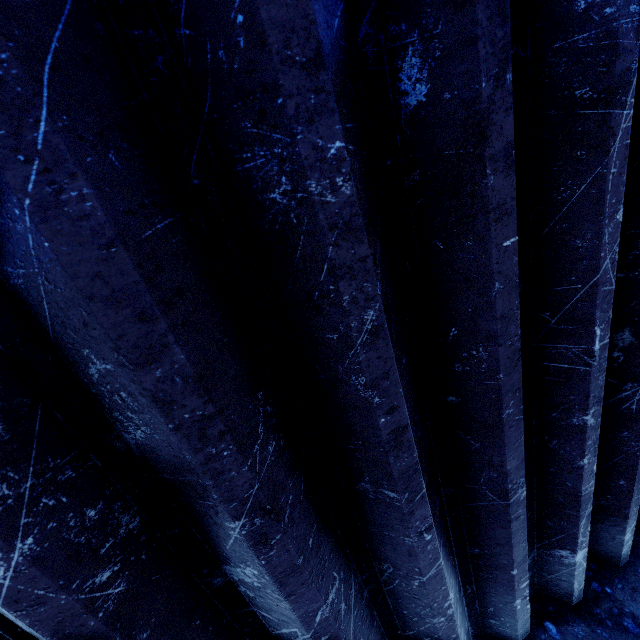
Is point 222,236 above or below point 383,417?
above
